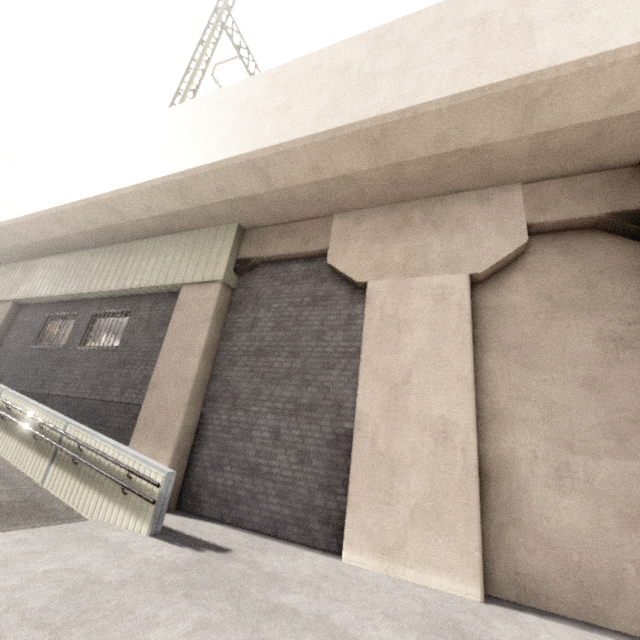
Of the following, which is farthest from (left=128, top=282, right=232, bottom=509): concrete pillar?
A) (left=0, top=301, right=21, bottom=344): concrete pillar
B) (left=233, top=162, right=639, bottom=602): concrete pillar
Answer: (left=0, top=301, right=21, bottom=344): concrete pillar

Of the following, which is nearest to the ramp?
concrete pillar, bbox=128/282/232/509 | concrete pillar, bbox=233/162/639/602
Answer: concrete pillar, bbox=128/282/232/509

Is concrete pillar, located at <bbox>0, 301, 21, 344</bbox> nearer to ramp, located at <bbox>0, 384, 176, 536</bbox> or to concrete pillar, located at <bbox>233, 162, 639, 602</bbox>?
ramp, located at <bbox>0, 384, 176, 536</bbox>

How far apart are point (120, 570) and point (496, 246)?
7.5 meters

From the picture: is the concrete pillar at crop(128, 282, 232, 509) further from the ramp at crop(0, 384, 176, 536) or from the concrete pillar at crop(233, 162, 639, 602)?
the ramp at crop(0, 384, 176, 536)

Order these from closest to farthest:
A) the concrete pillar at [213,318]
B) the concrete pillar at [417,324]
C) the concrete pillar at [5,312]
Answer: the concrete pillar at [417,324], the concrete pillar at [213,318], the concrete pillar at [5,312]

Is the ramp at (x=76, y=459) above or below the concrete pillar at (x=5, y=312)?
below

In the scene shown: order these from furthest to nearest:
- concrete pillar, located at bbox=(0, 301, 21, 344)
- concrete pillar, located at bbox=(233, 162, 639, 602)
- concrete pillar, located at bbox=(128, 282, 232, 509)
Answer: concrete pillar, located at bbox=(0, 301, 21, 344) → concrete pillar, located at bbox=(128, 282, 232, 509) → concrete pillar, located at bbox=(233, 162, 639, 602)
